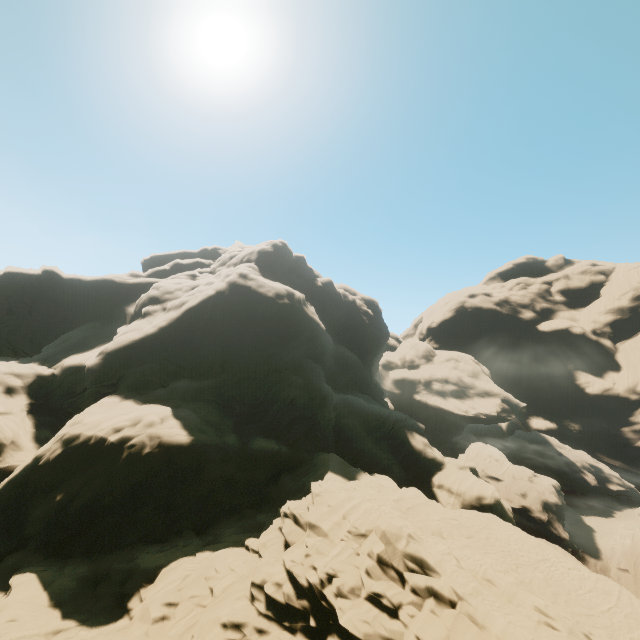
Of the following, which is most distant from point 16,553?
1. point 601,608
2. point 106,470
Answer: point 601,608
